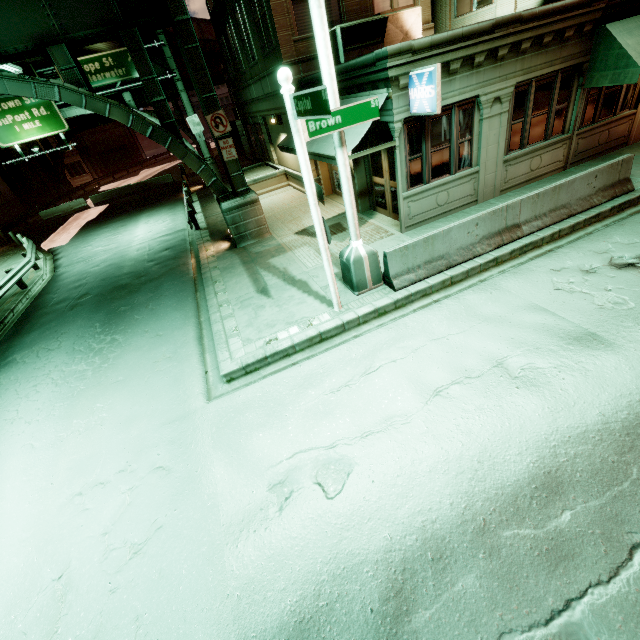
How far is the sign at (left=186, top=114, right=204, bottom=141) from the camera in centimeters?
2336cm

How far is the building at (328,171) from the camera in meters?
15.0

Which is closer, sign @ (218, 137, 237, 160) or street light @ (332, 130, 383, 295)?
street light @ (332, 130, 383, 295)

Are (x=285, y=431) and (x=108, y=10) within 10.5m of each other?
no

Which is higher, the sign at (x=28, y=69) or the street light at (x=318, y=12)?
the sign at (x=28, y=69)

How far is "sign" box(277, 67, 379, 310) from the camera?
4.67m

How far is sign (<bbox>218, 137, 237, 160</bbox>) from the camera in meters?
11.2 m

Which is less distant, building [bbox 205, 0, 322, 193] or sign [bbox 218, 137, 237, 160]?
sign [bbox 218, 137, 237, 160]
